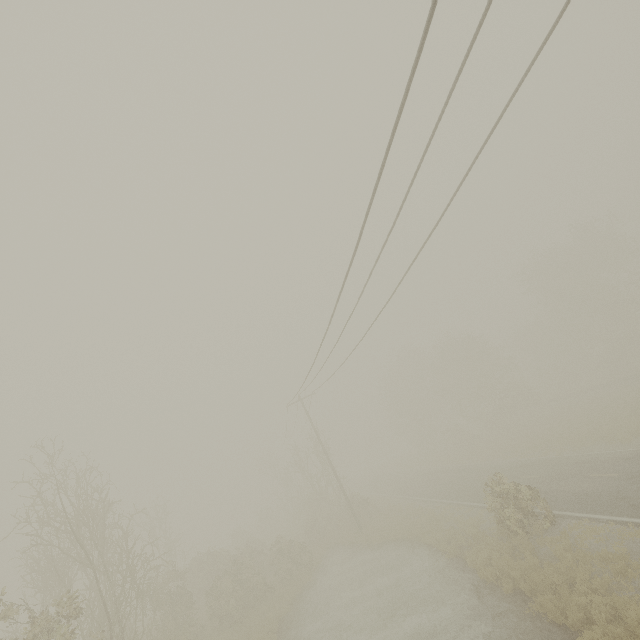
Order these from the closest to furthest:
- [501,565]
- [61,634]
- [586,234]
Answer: [61,634] < [501,565] < [586,234]
